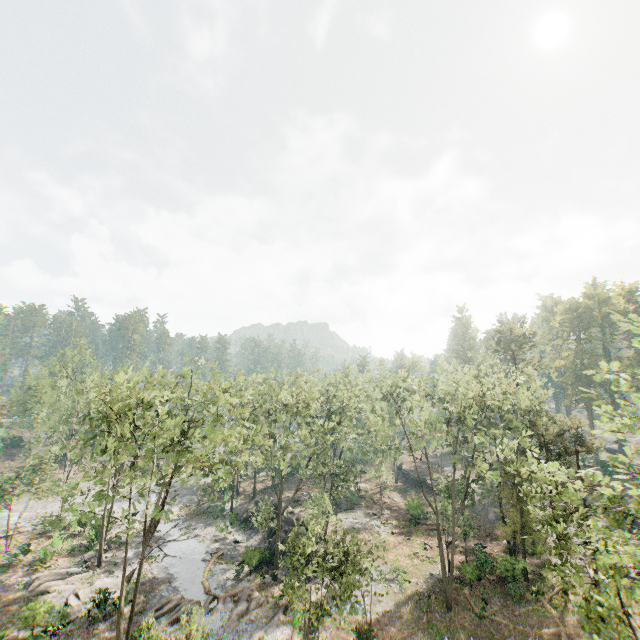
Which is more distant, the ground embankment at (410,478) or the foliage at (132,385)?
the ground embankment at (410,478)

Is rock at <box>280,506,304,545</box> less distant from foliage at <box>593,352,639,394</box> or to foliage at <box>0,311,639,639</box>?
foliage at <box>0,311,639,639</box>

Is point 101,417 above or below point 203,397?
below

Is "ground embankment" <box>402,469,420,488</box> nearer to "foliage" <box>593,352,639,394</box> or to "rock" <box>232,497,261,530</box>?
"rock" <box>232,497,261,530</box>

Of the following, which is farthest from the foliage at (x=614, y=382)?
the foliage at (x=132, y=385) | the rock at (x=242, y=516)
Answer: the rock at (x=242, y=516)

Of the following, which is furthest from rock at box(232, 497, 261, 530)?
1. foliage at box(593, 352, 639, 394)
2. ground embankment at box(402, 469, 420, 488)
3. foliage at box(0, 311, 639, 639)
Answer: foliage at box(593, 352, 639, 394)

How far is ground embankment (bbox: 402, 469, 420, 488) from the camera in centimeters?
5459cm

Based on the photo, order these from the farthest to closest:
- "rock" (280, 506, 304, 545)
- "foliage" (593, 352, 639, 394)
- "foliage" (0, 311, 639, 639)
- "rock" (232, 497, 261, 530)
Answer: "rock" (232, 497, 261, 530) → "rock" (280, 506, 304, 545) → "foliage" (0, 311, 639, 639) → "foliage" (593, 352, 639, 394)
